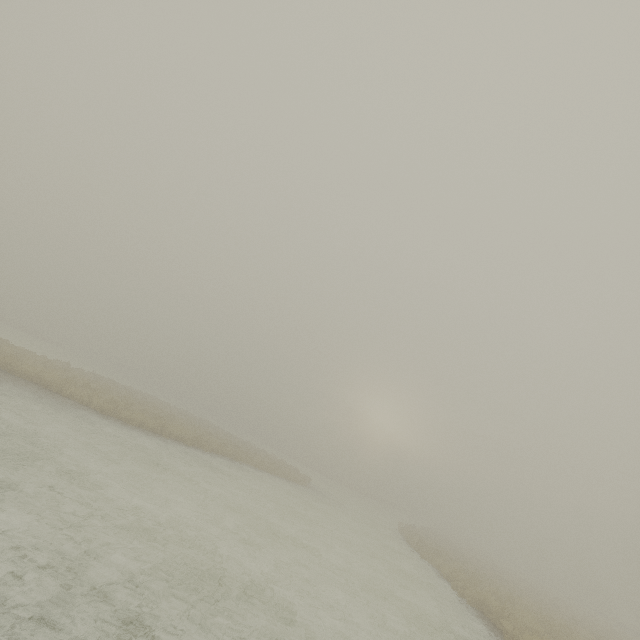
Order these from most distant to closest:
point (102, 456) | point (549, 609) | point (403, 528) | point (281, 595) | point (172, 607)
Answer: point (403, 528) → point (549, 609) → point (102, 456) → point (281, 595) → point (172, 607)
